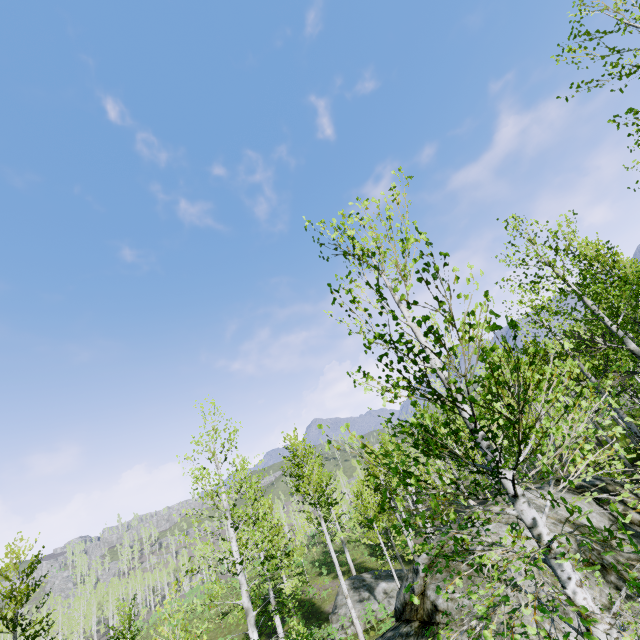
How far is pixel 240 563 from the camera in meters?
9.4 m

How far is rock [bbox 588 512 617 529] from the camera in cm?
819

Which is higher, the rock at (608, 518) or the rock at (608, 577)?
the rock at (608, 518)

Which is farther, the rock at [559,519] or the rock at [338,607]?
the rock at [338,607]

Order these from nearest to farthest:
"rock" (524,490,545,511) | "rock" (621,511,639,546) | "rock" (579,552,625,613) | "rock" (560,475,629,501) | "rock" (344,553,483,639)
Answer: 1. "rock" (579,552,625,613)
2. "rock" (344,553,483,639)
3. "rock" (621,511,639,546)
4. "rock" (524,490,545,511)
5. "rock" (560,475,629,501)
